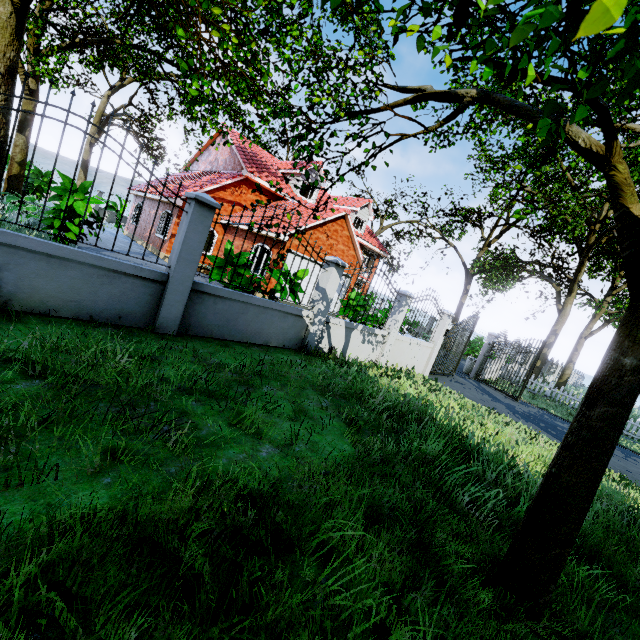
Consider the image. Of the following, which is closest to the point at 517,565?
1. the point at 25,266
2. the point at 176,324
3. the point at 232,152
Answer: the point at 176,324

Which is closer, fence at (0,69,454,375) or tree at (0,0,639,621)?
tree at (0,0,639,621)

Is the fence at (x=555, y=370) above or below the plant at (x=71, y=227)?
above

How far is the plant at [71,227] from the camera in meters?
8.8

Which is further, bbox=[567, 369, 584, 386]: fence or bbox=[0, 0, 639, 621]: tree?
bbox=[567, 369, 584, 386]: fence

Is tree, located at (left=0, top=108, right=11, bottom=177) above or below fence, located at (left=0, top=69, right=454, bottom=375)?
above

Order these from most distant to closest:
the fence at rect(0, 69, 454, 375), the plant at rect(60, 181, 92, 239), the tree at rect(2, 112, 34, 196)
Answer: the tree at rect(2, 112, 34, 196) → the plant at rect(60, 181, 92, 239) → the fence at rect(0, 69, 454, 375)

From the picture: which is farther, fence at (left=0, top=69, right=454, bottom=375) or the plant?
the plant
